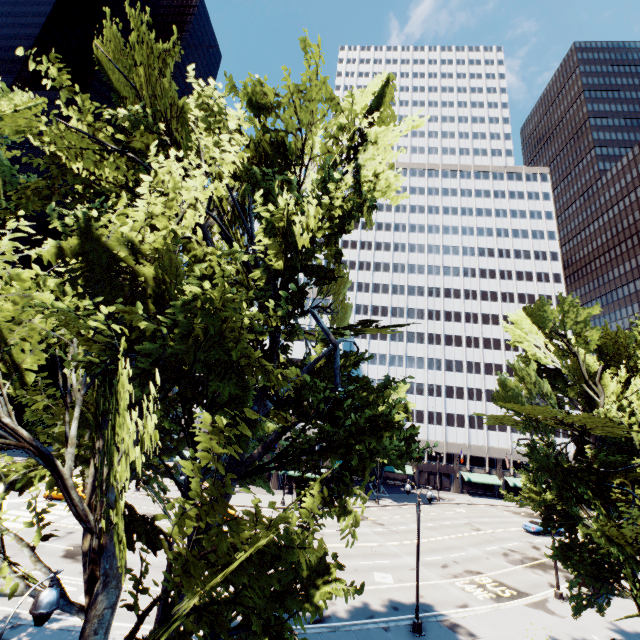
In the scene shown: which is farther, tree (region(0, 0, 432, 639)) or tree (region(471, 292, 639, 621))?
tree (region(471, 292, 639, 621))

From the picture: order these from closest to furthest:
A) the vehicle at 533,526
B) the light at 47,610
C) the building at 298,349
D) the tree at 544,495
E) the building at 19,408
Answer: the light at 47,610, the tree at 544,495, the vehicle at 533,526, the building at 298,349, the building at 19,408

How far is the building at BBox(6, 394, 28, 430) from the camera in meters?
56.7 m

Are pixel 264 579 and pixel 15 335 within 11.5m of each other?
yes

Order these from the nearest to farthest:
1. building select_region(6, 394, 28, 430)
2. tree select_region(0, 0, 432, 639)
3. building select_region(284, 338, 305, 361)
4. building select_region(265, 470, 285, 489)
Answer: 1. tree select_region(0, 0, 432, 639)
2. building select_region(265, 470, 285, 489)
3. building select_region(284, 338, 305, 361)
4. building select_region(6, 394, 28, 430)

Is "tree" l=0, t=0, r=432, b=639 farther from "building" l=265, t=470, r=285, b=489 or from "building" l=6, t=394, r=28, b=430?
"building" l=6, t=394, r=28, b=430

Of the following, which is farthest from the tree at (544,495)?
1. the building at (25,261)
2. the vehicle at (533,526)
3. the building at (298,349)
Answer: the building at (25,261)

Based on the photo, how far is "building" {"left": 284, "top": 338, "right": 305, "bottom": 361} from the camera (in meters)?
53.78
